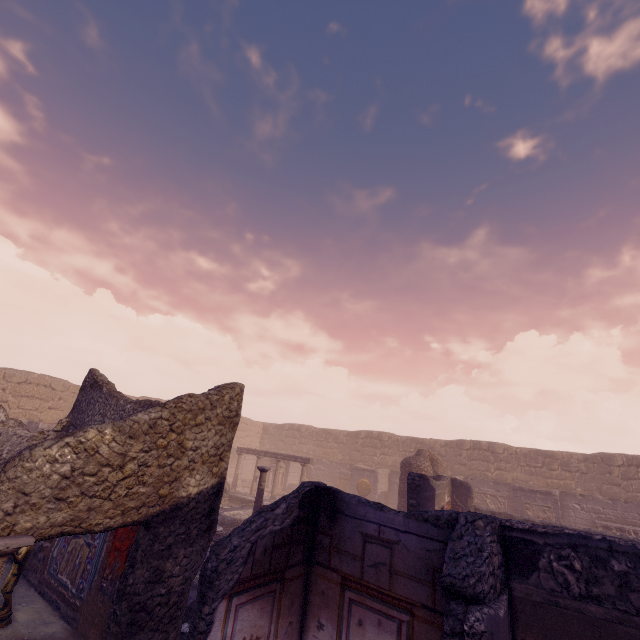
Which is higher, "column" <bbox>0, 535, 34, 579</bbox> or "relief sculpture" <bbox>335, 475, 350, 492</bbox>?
"column" <bbox>0, 535, 34, 579</bbox>

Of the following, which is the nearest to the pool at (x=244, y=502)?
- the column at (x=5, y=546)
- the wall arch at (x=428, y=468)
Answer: the wall arch at (x=428, y=468)

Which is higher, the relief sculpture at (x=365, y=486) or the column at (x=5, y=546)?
the column at (x=5, y=546)

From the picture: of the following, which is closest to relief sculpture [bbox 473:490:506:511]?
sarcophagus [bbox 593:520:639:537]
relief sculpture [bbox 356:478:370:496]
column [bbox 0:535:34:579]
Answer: sarcophagus [bbox 593:520:639:537]

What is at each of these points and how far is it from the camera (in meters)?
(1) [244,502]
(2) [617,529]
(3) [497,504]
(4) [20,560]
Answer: (1) pool, 17.06
(2) sarcophagus, 14.49
(3) relief sculpture, 18.11
(4) sculpture, 5.18

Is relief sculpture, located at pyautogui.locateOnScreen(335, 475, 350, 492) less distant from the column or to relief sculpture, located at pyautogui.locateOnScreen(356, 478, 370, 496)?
relief sculpture, located at pyautogui.locateOnScreen(356, 478, 370, 496)

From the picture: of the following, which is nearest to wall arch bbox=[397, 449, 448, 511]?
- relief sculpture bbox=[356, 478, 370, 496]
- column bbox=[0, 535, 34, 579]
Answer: relief sculpture bbox=[356, 478, 370, 496]

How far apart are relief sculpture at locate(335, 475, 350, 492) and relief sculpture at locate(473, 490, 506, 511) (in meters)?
7.10
